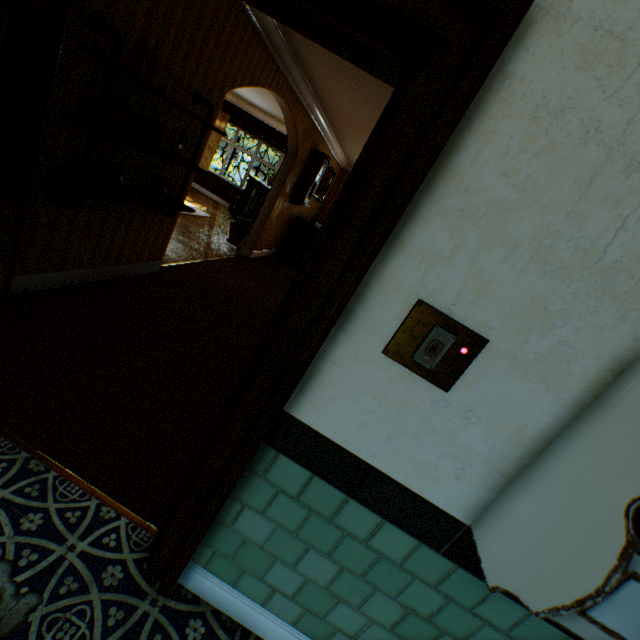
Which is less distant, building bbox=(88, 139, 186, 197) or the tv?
building bbox=(88, 139, 186, 197)

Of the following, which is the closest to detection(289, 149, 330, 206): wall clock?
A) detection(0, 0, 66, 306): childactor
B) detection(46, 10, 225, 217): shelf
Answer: detection(46, 10, 225, 217): shelf

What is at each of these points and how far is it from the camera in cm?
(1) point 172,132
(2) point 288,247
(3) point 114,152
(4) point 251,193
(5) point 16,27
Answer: (1) building, 317
(2) cabinet, 861
(3) building, 272
(4) tv, 998
(5) childactor, 103

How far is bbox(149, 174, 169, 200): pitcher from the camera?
3.1 meters

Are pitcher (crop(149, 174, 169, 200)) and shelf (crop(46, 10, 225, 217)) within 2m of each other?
yes

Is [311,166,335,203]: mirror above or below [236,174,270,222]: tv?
above

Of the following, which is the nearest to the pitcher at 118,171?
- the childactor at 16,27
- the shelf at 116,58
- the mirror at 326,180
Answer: the shelf at 116,58

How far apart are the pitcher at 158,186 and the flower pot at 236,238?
4.0m
